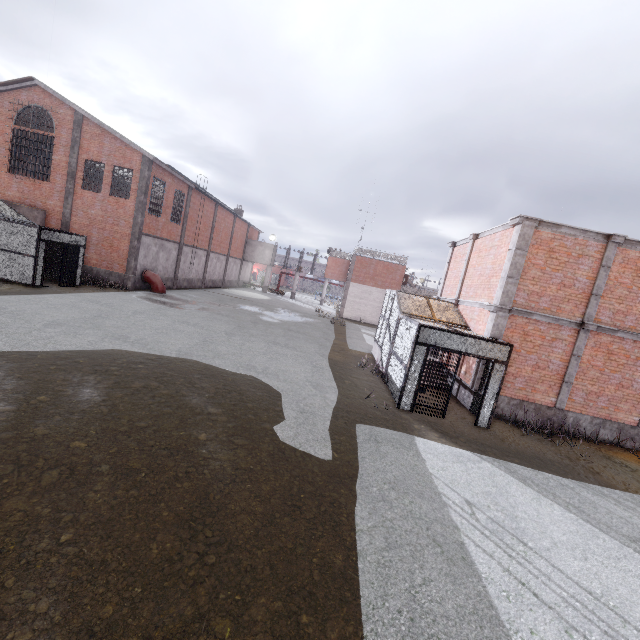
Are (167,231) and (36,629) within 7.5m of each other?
no

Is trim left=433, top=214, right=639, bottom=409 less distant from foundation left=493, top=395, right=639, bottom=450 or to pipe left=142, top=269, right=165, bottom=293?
foundation left=493, top=395, right=639, bottom=450

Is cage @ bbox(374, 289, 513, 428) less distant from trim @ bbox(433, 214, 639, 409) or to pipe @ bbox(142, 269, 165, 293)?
trim @ bbox(433, 214, 639, 409)

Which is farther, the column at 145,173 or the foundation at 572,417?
the column at 145,173

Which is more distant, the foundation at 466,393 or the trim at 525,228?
the foundation at 466,393

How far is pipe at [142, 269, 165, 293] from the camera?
23.36m

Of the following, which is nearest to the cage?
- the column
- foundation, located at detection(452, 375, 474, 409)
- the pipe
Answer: foundation, located at detection(452, 375, 474, 409)

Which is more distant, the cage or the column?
the column
